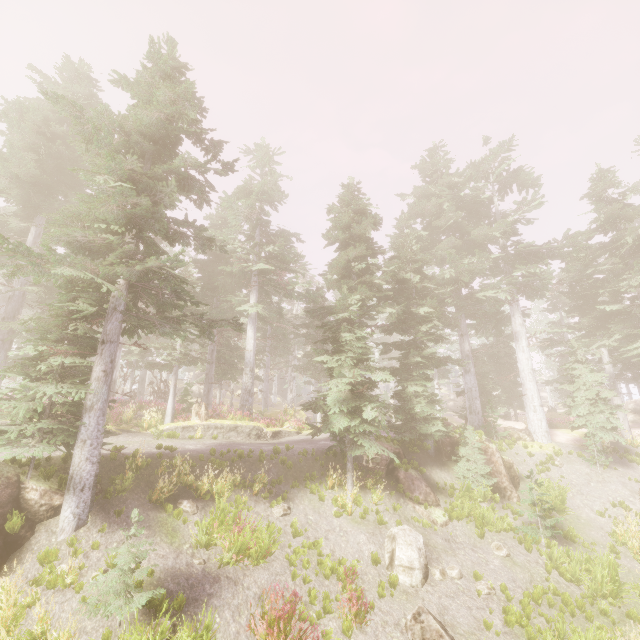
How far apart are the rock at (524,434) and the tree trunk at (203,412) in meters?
18.3

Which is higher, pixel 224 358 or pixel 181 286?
pixel 224 358

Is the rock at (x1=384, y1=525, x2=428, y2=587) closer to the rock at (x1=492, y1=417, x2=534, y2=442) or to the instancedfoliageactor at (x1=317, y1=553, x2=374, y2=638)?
the instancedfoliageactor at (x1=317, y1=553, x2=374, y2=638)

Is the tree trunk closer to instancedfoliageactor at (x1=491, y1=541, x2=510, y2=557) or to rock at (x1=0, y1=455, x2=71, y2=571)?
instancedfoliageactor at (x1=491, y1=541, x2=510, y2=557)

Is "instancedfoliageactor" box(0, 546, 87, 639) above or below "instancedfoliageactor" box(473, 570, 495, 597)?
above

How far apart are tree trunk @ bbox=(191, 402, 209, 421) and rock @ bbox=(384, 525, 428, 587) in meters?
11.9

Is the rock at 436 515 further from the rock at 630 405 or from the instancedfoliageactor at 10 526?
the rock at 630 405

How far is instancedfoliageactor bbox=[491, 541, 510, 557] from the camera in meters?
12.0 m
